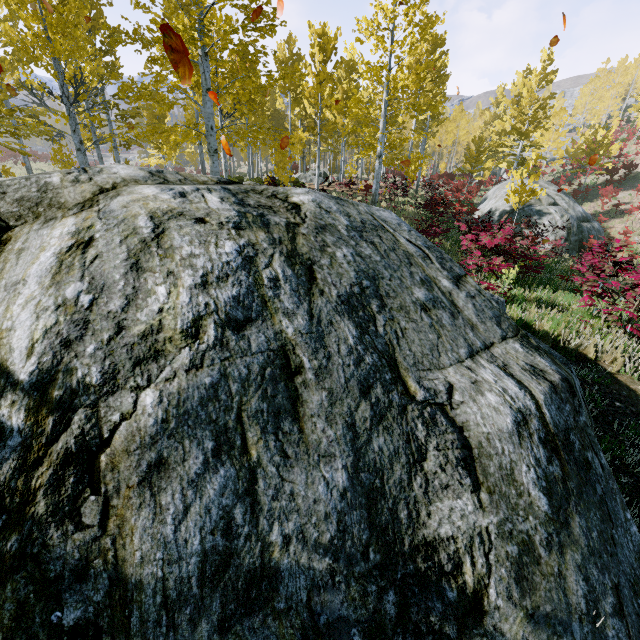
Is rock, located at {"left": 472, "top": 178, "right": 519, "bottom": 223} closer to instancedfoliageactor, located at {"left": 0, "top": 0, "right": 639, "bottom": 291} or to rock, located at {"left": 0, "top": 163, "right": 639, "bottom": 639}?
instancedfoliageactor, located at {"left": 0, "top": 0, "right": 639, "bottom": 291}

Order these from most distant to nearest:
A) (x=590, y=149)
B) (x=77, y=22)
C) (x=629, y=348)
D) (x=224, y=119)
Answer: (x=590, y=149)
(x=224, y=119)
(x=77, y=22)
(x=629, y=348)

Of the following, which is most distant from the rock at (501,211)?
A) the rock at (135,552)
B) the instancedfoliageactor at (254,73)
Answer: the rock at (135,552)

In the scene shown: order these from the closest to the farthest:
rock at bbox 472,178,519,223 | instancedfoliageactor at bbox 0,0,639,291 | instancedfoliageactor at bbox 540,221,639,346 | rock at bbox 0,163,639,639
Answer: rock at bbox 0,163,639,639, instancedfoliageactor at bbox 540,221,639,346, instancedfoliageactor at bbox 0,0,639,291, rock at bbox 472,178,519,223

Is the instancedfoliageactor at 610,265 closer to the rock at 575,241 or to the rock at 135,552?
the rock at 135,552

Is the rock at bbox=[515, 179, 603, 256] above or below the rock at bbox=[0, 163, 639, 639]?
below

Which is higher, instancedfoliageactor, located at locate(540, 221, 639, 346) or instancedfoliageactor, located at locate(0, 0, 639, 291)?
instancedfoliageactor, located at locate(0, 0, 639, 291)
